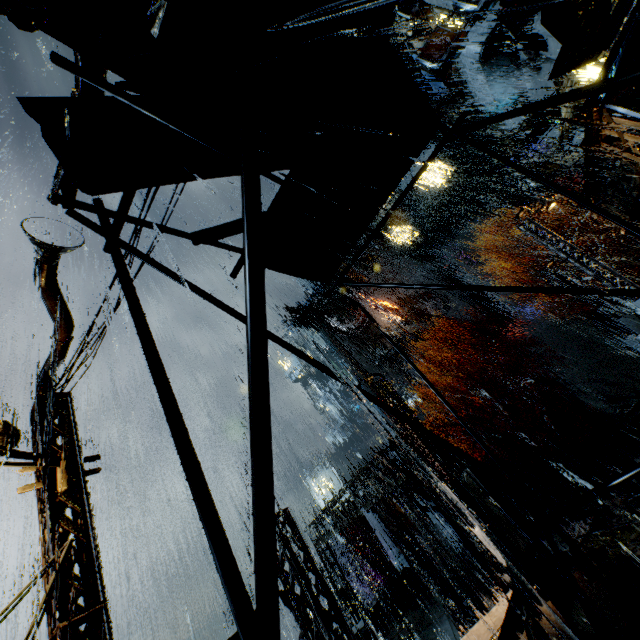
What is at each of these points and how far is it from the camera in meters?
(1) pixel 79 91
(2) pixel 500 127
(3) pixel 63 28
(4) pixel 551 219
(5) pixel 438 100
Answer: (1) building, 4.1 m
(2) rock, 48.9 m
(3) building vent, 3.0 m
(4) building, 36.8 m
(5) rock, 55.0 m

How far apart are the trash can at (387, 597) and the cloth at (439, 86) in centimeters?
3743cm

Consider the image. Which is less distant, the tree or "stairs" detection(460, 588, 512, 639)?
"stairs" detection(460, 588, 512, 639)

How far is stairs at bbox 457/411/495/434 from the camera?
33.57m

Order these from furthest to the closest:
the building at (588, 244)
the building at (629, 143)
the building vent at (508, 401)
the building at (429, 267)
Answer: the building at (429, 267), the building vent at (508, 401), the building at (588, 244), the building at (629, 143)

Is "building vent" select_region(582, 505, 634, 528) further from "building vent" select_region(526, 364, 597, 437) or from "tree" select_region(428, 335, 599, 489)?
"building vent" select_region(526, 364, 597, 437)

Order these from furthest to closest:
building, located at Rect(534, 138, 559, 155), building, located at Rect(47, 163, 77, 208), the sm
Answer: building, located at Rect(534, 138, 559, 155)
the sm
building, located at Rect(47, 163, 77, 208)

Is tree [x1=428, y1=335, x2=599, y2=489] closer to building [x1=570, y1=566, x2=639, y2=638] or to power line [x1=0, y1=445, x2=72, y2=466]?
building [x1=570, y1=566, x2=639, y2=638]
